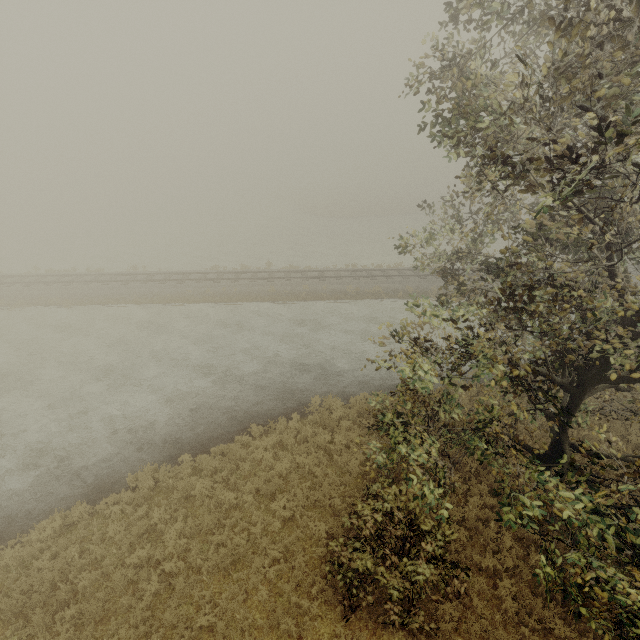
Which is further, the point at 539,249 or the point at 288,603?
the point at 288,603
